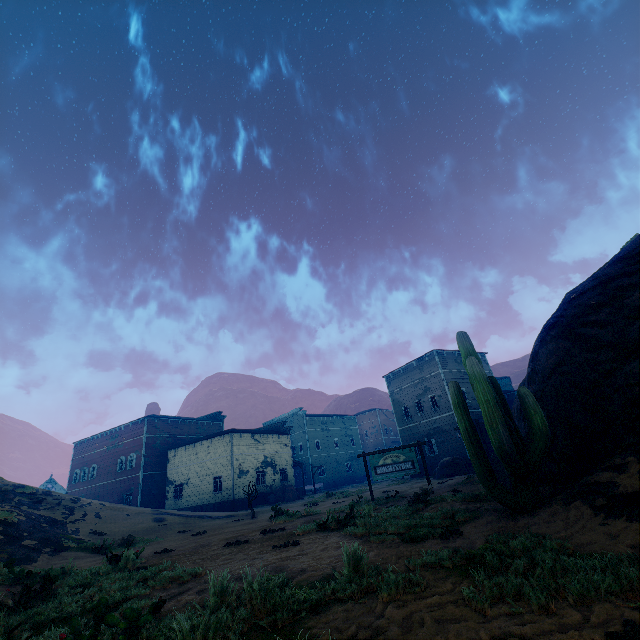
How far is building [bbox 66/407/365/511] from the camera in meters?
32.5

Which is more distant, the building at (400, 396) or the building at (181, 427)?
the building at (181, 427)

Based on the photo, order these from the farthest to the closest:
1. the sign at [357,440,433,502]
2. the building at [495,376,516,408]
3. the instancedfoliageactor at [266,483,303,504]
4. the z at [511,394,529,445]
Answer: the building at [495,376,516,408], the instancedfoliageactor at [266,483,303,504], the sign at [357,440,433,502], the z at [511,394,529,445]

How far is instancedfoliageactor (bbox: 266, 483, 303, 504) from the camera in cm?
3203

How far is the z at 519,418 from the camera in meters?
9.8

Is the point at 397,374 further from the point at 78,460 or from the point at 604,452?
the point at 78,460

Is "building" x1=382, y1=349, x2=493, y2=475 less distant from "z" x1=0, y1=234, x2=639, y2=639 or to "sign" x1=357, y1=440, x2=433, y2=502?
"z" x1=0, y1=234, x2=639, y2=639
